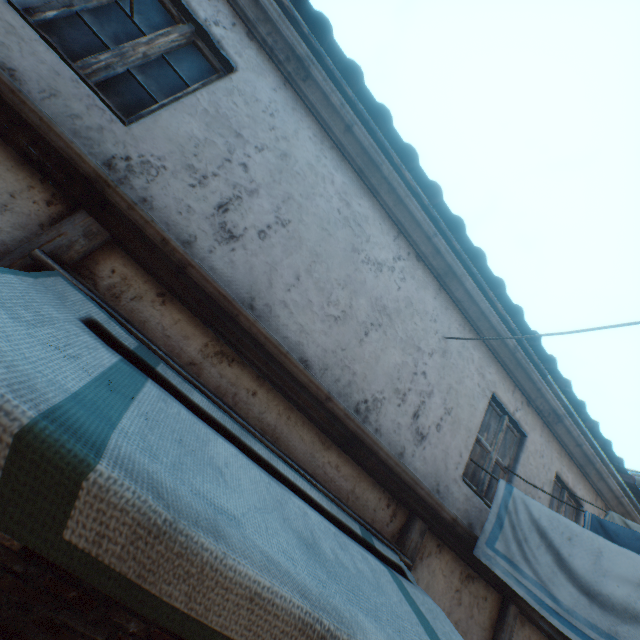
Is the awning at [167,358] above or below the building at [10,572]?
above

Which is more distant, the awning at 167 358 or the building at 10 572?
the building at 10 572

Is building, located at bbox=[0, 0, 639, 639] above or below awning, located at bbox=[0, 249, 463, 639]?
above

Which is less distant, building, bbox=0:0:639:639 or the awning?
the awning

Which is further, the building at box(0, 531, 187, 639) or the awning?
the building at box(0, 531, 187, 639)

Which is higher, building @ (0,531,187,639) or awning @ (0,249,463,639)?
awning @ (0,249,463,639)

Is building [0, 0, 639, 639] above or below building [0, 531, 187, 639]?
above

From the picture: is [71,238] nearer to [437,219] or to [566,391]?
[437,219]
